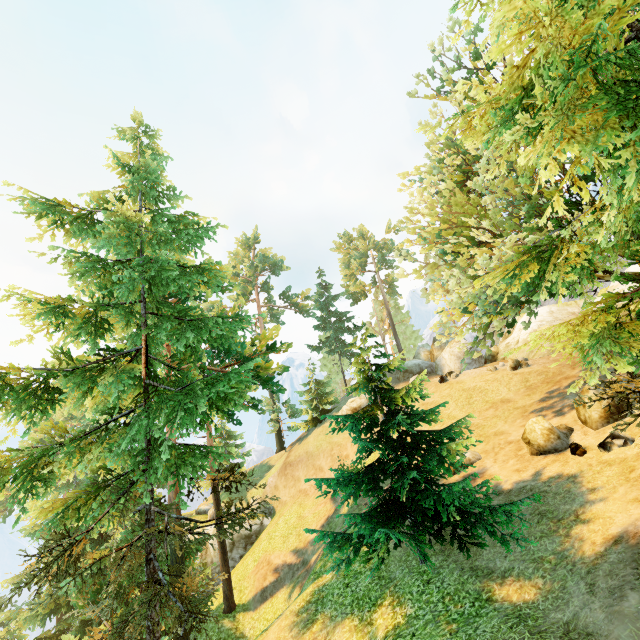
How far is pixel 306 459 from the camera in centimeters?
3312cm

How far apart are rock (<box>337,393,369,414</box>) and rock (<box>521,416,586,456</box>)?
21.0m

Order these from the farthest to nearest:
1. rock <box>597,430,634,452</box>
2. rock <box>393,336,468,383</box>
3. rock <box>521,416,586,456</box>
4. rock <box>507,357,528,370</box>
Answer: rock <box>393,336,468,383</box> < rock <box>507,357,528,370</box> < rock <box>521,416,586,456</box> < rock <box>597,430,634,452</box>

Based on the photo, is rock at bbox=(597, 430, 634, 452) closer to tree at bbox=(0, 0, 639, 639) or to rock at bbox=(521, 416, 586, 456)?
rock at bbox=(521, 416, 586, 456)

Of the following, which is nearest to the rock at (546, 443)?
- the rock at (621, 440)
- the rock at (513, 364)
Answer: the rock at (621, 440)

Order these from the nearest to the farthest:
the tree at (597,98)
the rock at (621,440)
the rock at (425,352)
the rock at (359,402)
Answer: the tree at (597,98) → the rock at (621,440) → the rock at (425,352) → the rock at (359,402)

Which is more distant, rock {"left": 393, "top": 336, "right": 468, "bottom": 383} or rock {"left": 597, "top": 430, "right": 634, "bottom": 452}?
rock {"left": 393, "top": 336, "right": 468, "bottom": 383}

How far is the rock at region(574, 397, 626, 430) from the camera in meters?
12.2 m
